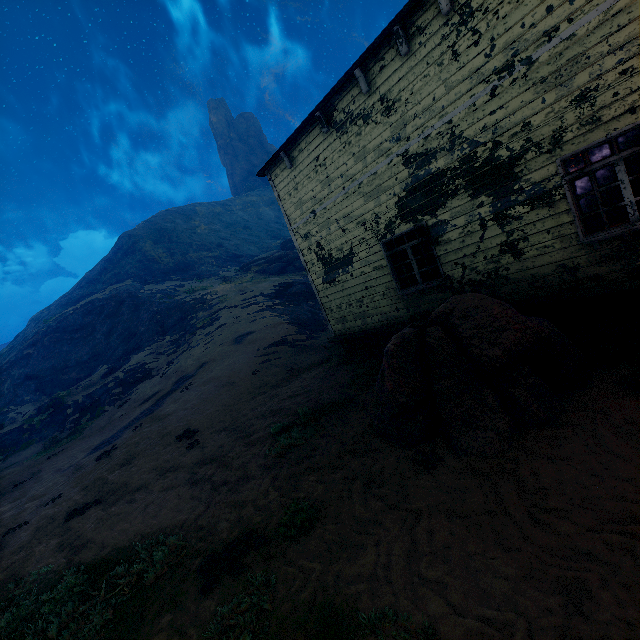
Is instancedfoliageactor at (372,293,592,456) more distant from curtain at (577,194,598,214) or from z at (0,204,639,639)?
curtain at (577,194,598,214)

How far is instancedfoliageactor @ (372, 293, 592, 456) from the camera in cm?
452

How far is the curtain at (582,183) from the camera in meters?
5.4 m

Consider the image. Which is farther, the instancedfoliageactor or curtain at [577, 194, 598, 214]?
curtain at [577, 194, 598, 214]

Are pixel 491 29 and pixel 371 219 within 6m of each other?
yes

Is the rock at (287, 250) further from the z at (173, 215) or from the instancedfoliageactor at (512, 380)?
the instancedfoliageactor at (512, 380)

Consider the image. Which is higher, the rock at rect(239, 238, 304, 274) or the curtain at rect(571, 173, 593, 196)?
the rock at rect(239, 238, 304, 274)

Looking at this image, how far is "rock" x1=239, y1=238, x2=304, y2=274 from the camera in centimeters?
3531cm
